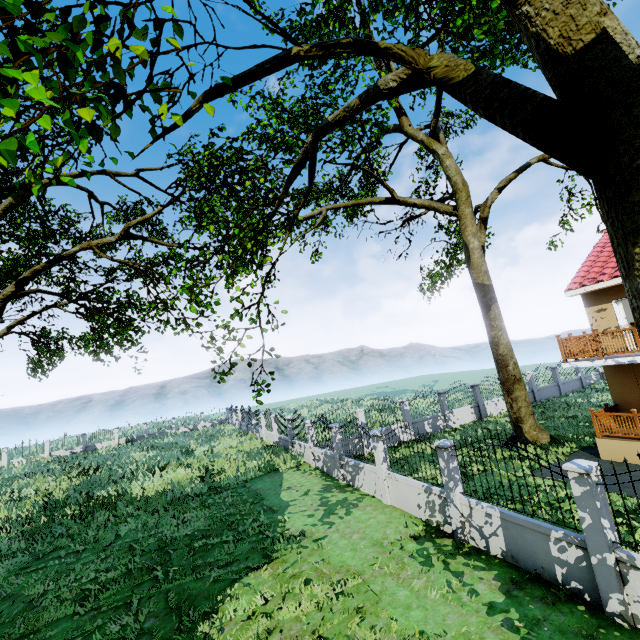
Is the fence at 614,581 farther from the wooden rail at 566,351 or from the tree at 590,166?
the wooden rail at 566,351

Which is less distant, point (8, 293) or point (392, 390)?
point (8, 293)

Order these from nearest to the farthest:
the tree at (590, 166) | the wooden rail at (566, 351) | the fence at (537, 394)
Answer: the tree at (590, 166), the wooden rail at (566, 351), the fence at (537, 394)

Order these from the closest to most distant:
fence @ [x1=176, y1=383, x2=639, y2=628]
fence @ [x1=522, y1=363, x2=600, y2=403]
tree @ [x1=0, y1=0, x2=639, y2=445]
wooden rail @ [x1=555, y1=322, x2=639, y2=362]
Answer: tree @ [x1=0, y1=0, x2=639, y2=445]
fence @ [x1=176, y1=383, x2=639, y2=628]
wooden rail @ [x1=555, y1=322, x2=639, y2=362]
fence @ [x1=522, y1=363, x2=600, y2=403]

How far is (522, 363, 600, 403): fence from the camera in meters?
24.9 m

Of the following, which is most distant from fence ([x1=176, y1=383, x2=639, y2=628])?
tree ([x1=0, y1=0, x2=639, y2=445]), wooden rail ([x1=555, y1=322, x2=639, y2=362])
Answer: wooden rail ([x1=555, y1=322, x2=639, y2=362])
